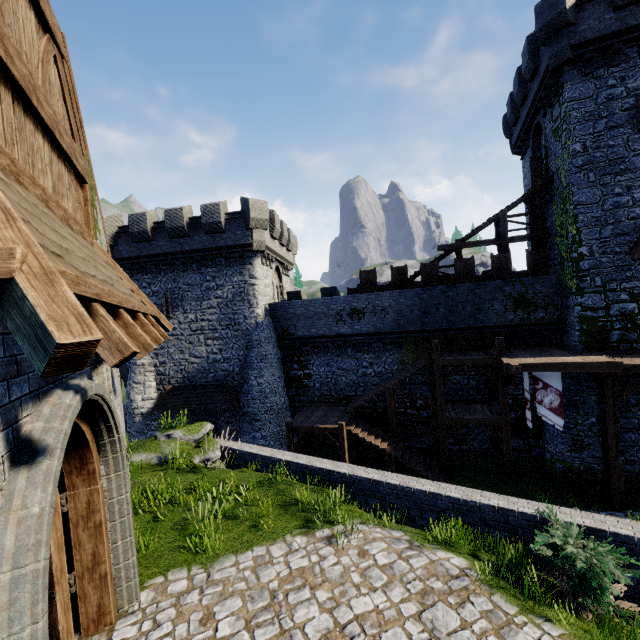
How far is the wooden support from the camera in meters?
13.6 m

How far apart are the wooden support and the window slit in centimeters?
1437cm

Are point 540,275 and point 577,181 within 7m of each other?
yes

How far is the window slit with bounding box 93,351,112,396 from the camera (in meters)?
5.04

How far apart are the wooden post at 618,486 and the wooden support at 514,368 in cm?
318

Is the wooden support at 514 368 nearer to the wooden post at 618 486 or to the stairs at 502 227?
the wooden post at 618 486

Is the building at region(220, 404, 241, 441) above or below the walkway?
below

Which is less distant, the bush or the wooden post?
the bush
